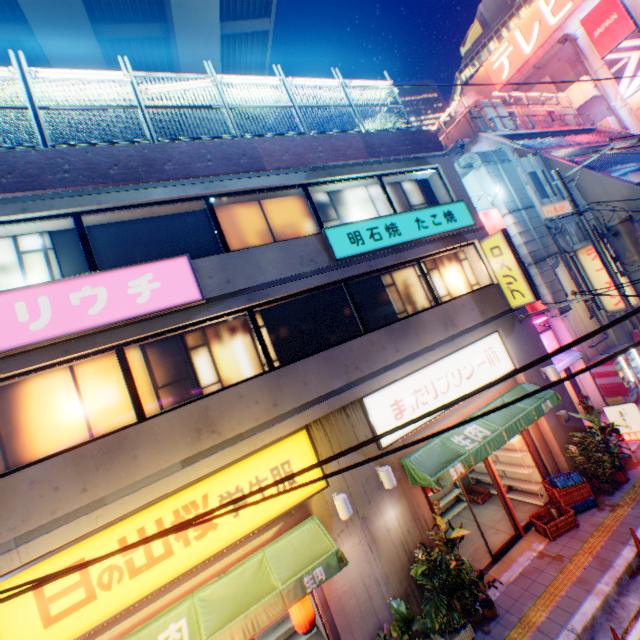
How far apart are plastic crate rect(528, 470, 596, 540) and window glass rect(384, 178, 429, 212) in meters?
8.7 m

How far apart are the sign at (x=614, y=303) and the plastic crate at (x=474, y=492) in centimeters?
1059cm

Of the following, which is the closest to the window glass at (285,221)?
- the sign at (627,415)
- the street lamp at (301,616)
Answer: the street lamp at (301,616)

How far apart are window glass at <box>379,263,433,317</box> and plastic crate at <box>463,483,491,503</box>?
6.7m

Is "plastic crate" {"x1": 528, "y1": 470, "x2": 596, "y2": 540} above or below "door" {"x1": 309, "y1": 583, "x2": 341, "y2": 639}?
below

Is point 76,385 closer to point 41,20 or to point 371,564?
point 371,564

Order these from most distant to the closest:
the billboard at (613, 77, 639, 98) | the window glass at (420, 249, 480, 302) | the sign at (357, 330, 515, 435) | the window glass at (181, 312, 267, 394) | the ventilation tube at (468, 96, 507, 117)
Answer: the billboard at (613, 77, 639, 98) → the ventilation tube at (468, 96, 507, 117) → the window glass at (420, 249, 480, 302) → the sign at (357, 330, 515, 435) → the window glass at (181, 312, 267, 394)

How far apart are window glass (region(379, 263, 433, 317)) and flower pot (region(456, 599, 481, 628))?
6.7 meters
